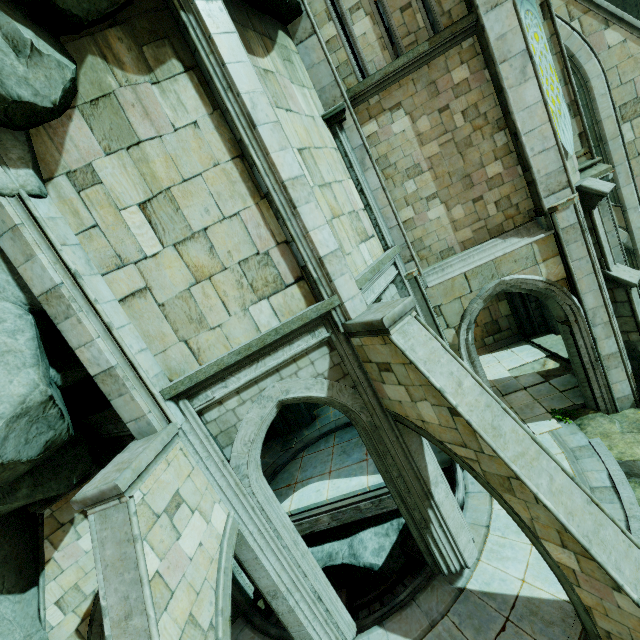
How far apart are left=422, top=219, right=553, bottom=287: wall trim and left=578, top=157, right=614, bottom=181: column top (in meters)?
1.78

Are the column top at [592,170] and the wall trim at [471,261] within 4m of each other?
yes

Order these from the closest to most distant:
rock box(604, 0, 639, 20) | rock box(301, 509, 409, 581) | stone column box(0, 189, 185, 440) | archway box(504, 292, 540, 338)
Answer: stone column box(0, 189, 185, 440) < rock box(301, 509, 409, 581) < archway box(504, 292, 540, 338) < rock box(604, 0, 639, 20)

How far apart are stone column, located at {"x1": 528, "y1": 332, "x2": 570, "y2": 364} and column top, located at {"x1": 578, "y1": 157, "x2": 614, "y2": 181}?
5.8m

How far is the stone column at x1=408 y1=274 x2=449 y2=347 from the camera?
9.07m

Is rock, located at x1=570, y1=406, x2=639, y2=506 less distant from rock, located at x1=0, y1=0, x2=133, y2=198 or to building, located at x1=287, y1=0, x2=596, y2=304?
building, located at x1=287, y1=0, x2=596, y2=304

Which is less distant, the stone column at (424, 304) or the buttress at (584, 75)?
the stone column at (424, 304)

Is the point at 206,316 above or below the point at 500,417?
above
